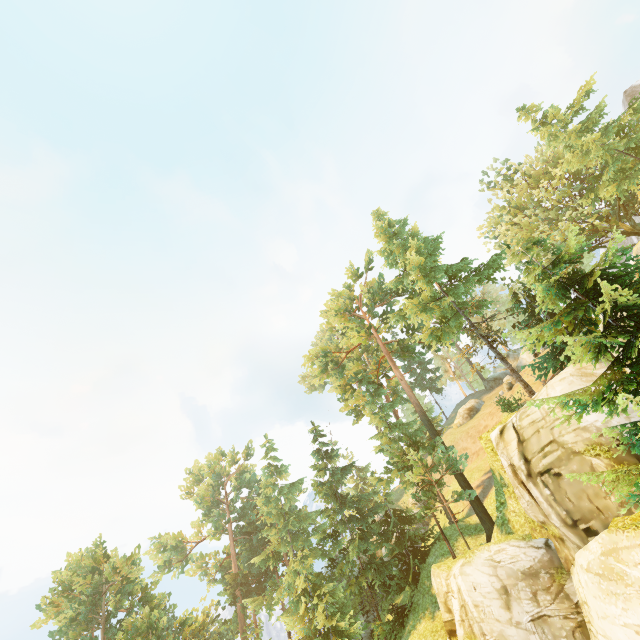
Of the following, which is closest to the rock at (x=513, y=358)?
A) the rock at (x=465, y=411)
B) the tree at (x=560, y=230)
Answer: the rock at (x=465, y=411)

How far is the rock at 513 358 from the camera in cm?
3915

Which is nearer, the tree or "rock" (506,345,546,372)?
the tree

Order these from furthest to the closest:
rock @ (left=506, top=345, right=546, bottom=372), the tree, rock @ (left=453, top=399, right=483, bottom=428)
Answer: rock @ (left=453, top=399, right=483, bottom=428) < rock @ (left=506, top=345, right=546, bottom=372) < the tree

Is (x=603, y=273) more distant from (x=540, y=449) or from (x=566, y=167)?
(x=566, y=167)

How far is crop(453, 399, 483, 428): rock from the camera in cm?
4269

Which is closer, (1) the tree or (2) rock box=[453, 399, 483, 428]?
(1) the tree

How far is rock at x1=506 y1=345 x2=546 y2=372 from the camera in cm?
3915
